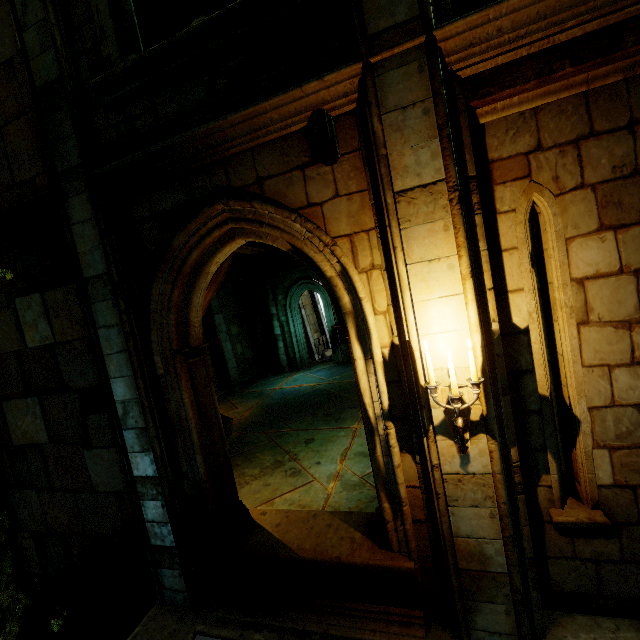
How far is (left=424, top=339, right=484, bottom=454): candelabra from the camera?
2.6 meters

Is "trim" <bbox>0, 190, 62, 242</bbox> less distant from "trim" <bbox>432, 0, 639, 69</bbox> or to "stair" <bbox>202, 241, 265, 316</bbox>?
"stair" <bbox>202, 241, 265, 316</bbox>

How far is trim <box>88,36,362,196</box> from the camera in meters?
2.8 m

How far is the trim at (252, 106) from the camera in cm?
284

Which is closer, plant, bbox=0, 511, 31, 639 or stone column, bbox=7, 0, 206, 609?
stone column, bbox=7, 0, 206, 609

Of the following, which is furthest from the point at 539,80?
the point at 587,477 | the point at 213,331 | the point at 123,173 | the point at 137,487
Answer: the point at 213,331

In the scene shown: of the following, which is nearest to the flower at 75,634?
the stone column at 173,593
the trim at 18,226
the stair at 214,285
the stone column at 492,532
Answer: the stone column at 173,593

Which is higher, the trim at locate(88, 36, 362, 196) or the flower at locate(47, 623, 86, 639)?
the trim at locate(88, 36, 362, 196)
